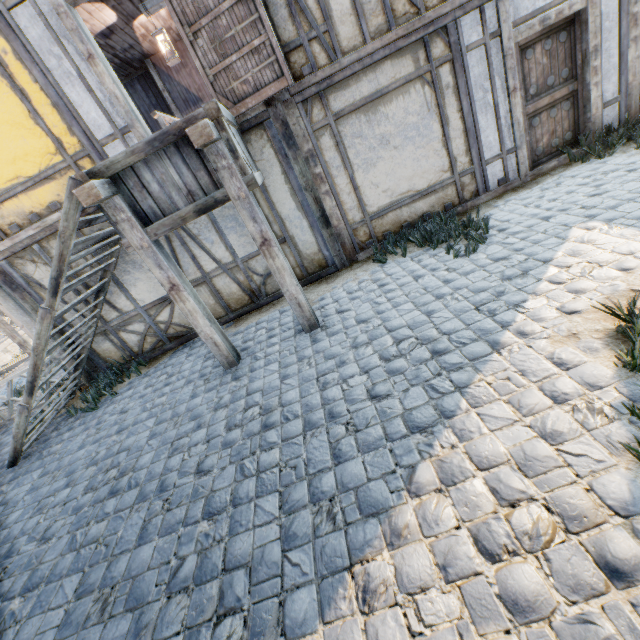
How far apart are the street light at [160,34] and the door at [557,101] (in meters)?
4.97

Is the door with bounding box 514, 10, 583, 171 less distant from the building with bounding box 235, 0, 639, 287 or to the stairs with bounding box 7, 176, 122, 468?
the building with bounding box 235, 0, 639, 287

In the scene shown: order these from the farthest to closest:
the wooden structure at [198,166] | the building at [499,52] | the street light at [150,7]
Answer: the street light at [150,7] < the building at [499,52] < the wooden structure at [198,166]

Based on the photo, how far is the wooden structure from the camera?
3.55m

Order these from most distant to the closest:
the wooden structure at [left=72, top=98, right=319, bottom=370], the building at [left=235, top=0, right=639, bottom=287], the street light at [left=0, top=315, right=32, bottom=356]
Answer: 1. the street light at [left=0, top=315, right=32, bottom=356]
2. the building at [left=235, top=0, right=639, bottom=287]
3. the wooden structure at [left=72, top=98, right=319, bottom=370]

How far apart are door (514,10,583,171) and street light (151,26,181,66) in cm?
497

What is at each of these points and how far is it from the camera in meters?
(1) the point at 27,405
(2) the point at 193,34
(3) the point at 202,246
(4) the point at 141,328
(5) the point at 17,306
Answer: (1) stairs, 4.9 m
(2) door, 4.5 m
(3) building, 5.9 m
(4) building, 6.5 m
(5) awning, 6.2 m

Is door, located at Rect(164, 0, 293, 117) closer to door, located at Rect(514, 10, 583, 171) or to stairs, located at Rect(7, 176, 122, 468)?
stairs, located at Rect(7, 176, 122, 468)
